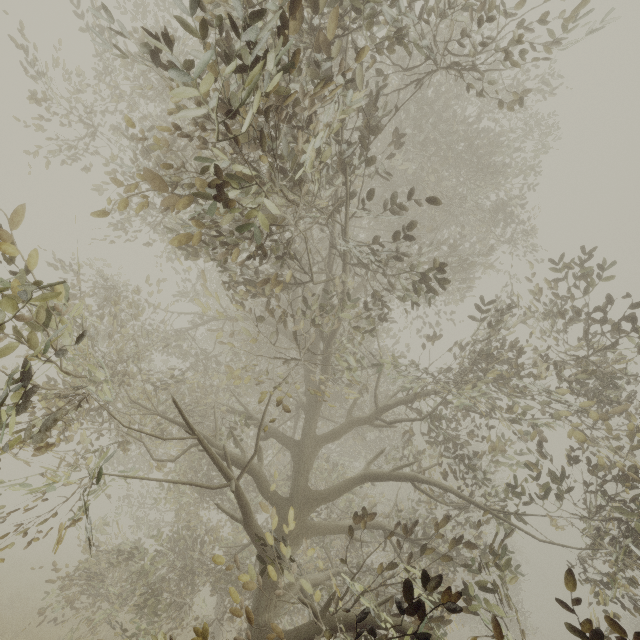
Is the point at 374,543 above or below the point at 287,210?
below
